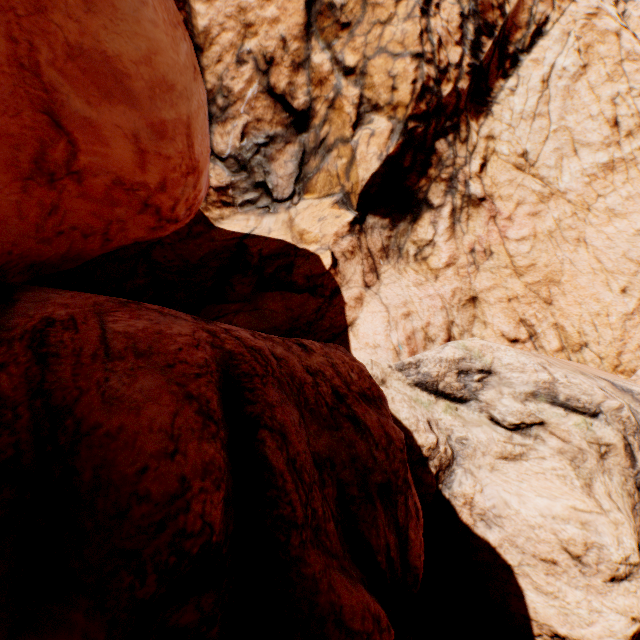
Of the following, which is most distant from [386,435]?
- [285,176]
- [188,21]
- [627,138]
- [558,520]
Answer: [627,138]
